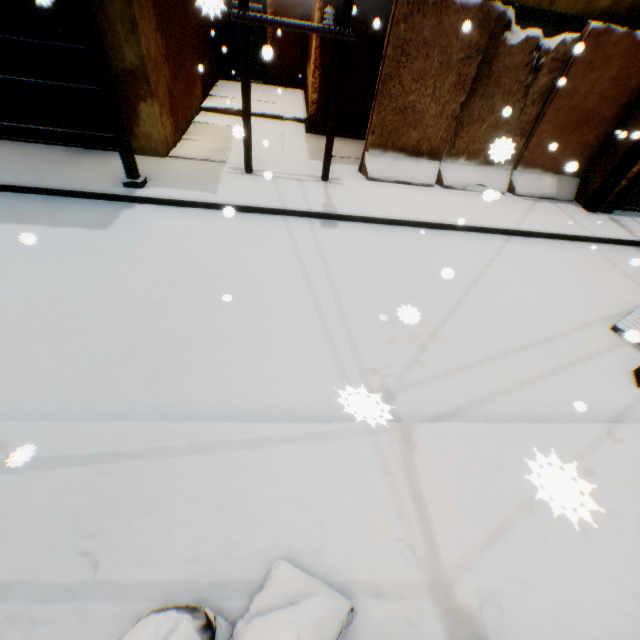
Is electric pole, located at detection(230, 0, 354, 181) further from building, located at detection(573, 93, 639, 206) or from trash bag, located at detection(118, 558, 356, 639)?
trash bag, located at detection(118, 558, 356, 639)

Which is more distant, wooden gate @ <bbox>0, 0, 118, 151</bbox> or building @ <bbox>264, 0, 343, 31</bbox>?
building @ <bbox>264, 0, 343, 31</bbox>

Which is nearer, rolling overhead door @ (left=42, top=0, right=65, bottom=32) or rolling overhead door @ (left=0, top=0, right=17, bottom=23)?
rolling overhead door @ (left=42, top=0, right=65, bottom=32)

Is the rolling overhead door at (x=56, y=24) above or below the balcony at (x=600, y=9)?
below

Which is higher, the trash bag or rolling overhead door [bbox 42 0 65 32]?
rolling overhead door [bbox 42 0 65 32]

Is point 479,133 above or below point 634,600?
above

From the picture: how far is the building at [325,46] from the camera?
8.8m

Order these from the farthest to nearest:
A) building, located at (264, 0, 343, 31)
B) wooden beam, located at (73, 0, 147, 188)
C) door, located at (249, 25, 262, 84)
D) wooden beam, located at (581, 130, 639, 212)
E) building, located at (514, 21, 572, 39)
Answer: door, located at (249, 25, 262, 84) < building, located at (514, 21, 572, 39) < building, located at (264, 0, 343, 31) < wooden beam, located at (581, 130, 639, 212) < wooden beam, located at (73, 0, 147, 188)
